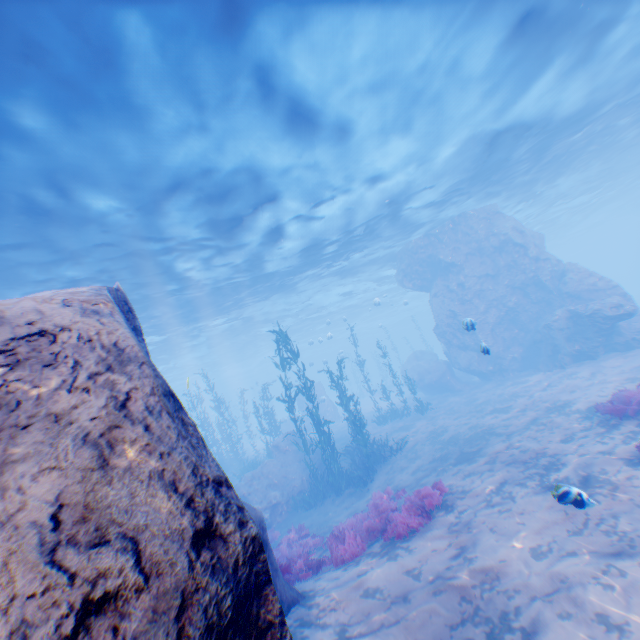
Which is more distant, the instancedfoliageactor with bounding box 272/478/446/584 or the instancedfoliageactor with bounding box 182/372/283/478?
the instancedfoliageactor with bounding box 182/372/283/478

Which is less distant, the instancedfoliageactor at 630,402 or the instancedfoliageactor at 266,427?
the instancedfoliageactor at 630,402

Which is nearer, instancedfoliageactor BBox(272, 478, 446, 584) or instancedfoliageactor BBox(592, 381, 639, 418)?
instancedfoliageactor BBox(272, 478, 446, 584)

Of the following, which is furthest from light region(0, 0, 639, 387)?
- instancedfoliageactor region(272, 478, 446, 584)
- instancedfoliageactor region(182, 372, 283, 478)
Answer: instancedfoliageactor region(272, 478, 446, 584)

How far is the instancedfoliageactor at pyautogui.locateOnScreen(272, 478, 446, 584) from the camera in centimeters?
764cm

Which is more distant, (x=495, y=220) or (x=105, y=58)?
(x=495, y=220)

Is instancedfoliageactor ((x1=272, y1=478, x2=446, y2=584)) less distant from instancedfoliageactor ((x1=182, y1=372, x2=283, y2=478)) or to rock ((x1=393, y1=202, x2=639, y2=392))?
rock ((x1=393, y1=202, x2=639, y2=392))

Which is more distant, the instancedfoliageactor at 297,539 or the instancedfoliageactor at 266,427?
the instancedfoliageactor at 266,427
